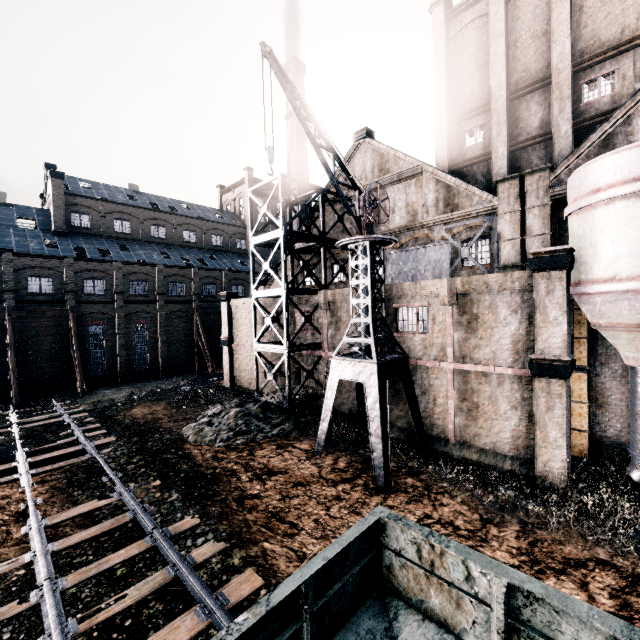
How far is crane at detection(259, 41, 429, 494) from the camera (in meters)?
14.00

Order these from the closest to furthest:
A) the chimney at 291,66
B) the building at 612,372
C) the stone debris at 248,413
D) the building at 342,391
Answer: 1. the building at 612,372
2. the stone debris at 248,413
3. the building at 342,391
4. the chimney at 291,66

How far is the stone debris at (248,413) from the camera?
18.58m

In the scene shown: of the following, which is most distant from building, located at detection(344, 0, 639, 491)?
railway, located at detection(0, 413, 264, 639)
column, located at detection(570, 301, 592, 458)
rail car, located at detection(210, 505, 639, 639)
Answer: railway, located at detection(0, 413, 264, 639)

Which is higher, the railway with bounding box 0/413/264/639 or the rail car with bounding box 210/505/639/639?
the rail car with bounding box 210/505/639/639

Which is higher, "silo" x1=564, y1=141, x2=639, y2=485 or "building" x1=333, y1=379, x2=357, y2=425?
"silo" x1=564, y1=141, x2=639, y2=485

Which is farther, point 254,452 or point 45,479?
point 254,452

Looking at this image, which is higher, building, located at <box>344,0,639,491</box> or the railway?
building, located at <box>344,0,639,491</box>
